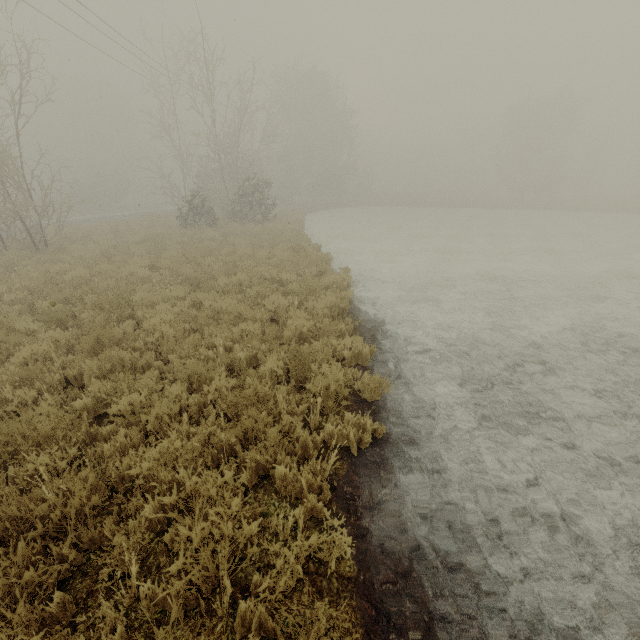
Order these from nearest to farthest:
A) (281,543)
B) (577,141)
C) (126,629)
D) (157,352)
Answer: (126,629), (281,543), (157,352), (577,141)
